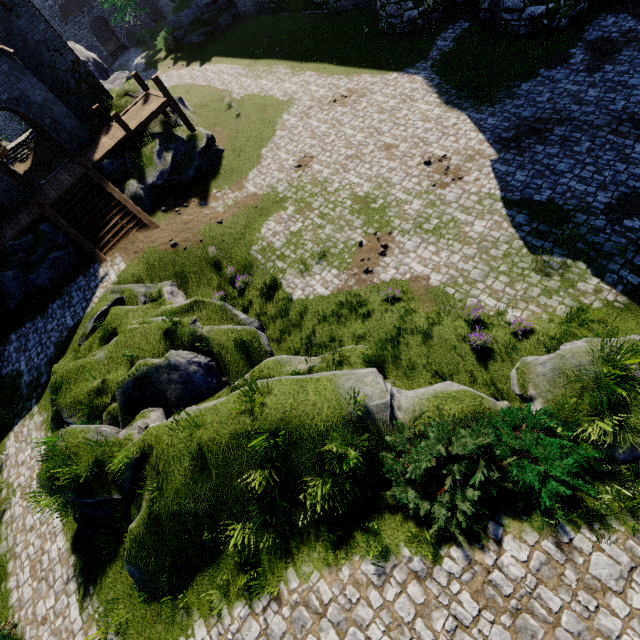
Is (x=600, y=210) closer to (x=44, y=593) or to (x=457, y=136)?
(x=457, y=136)

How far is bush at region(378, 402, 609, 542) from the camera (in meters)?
6.07

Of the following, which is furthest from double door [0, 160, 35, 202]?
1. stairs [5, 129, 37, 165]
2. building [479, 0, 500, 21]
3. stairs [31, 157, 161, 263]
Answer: building [479, 0, 500, 21]

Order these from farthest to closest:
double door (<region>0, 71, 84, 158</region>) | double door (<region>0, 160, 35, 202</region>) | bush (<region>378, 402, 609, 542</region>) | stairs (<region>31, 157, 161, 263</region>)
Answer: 1. double door (<region>0, 160, 35, 202</region>)
2. stairs (<region>31, 157, 161, 263</region>)
3. double door (<region>0, 71, 84, 158</region>)
4. bush (<region>378, 402, 609, 542</region>)

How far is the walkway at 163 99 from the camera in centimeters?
1741cm

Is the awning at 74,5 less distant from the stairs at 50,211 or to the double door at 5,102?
the double door at 5,102

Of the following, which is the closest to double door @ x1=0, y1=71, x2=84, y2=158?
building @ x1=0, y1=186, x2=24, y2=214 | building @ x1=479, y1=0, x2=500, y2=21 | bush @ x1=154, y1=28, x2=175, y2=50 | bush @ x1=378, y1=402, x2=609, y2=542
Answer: building @ x1=0, y1=186, x2=24, y2=214

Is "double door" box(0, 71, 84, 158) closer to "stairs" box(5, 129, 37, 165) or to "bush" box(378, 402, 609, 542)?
"stairs" box(5, 129, 37, 165)
